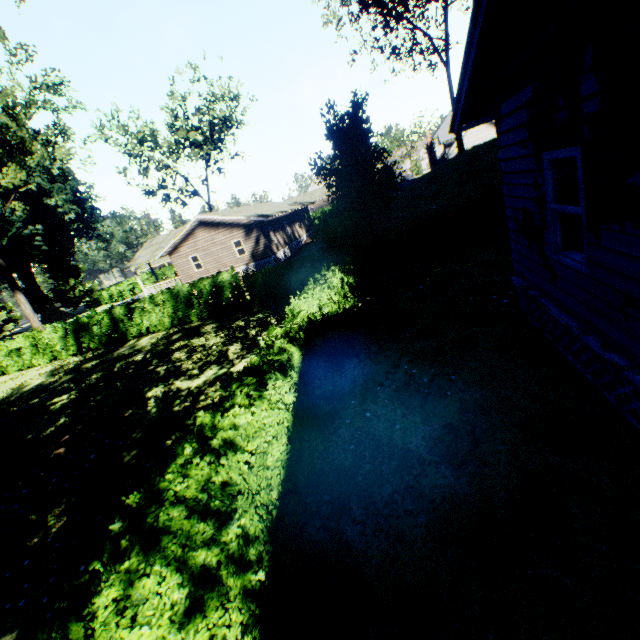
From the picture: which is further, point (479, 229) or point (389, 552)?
point (479, 229)

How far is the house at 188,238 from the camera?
29.8m

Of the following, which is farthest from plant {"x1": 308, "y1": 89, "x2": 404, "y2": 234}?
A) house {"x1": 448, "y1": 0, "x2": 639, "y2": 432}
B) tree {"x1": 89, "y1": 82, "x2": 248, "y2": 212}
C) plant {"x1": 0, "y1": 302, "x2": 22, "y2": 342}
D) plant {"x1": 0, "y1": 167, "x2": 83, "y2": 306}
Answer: plant {"x1": 0, "y1": 302, "x2": 22, "y2": 342}

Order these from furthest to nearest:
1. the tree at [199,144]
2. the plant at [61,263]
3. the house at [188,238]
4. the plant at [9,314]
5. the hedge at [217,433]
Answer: the plant at [61,263], the plant at [9,314], the tree at [199,144], the house at [188,238], the hedge at [217,433]

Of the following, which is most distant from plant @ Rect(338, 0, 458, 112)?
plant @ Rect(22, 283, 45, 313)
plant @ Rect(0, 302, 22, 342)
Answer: plant @ Rect(0, 302, 22, 342)

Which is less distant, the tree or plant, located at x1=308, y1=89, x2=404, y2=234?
plant, located at x1=308, y1=89, x2=404, y2=234

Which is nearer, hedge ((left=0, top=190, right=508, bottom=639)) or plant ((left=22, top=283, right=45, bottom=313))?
hedge ((left=0, top=190, right=508, bottom=639))

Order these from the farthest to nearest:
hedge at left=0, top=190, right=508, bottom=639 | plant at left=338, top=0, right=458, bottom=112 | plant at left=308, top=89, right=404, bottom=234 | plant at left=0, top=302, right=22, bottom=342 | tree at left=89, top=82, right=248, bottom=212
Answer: plant at left=0, top=302, right=22, bottom=342 < tree at left=89, top=82, right=248, bottom=212 < plant at left=338, top=0, right=458, bottom=112 < plant at left=308, top=89, right=404, bottom=234 < hedge at left=0, top=190, right=508, bottom=639
